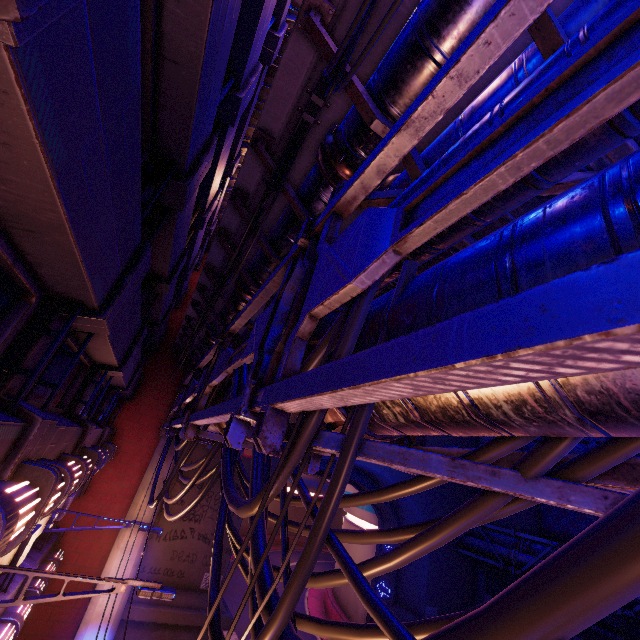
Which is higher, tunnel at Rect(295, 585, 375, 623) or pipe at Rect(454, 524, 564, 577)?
pipe at Rect(454, 524, 564, 577)

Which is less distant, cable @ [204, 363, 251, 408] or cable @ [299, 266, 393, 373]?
cable @ [299, 266, 393, 373]

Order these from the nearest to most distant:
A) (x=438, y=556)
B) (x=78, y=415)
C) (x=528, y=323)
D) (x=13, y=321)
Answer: (x=528, y=323)
(x=13, y=321)
(x=78, y=415)
(x=438, y=556)

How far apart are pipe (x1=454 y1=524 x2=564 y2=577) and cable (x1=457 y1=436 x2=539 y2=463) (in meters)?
19.15

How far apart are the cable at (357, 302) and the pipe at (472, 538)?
19.15m

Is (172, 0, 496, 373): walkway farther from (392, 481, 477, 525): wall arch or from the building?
the building

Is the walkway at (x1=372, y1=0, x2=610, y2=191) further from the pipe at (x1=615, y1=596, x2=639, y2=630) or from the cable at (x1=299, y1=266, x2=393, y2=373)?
the pipe at (x1=615, y1=596, x2=639, y2=630)
